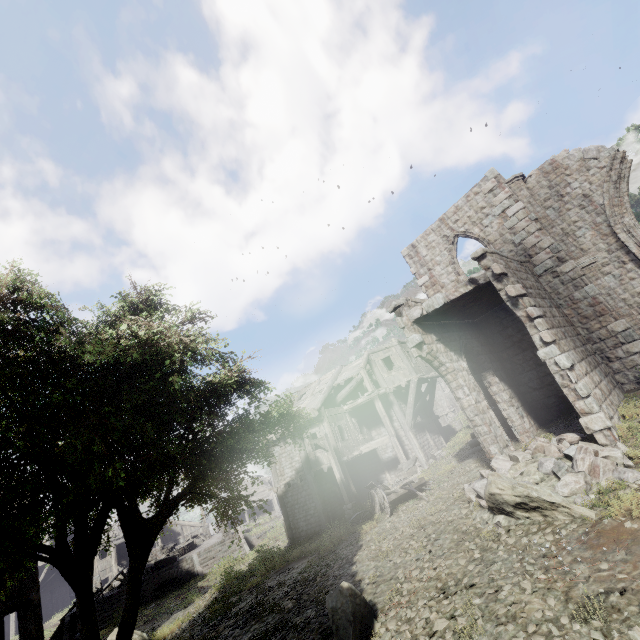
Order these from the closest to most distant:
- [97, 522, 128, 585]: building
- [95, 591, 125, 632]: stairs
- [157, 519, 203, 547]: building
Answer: [95, 591, 125, 632]: stairs
[97, 522, 128, 585]: building
[157, 519, 203, 547]: building

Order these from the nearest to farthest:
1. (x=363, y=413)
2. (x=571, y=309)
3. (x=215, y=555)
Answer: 1. (x=571, y=309)
2. (x=363, y=413)
3. (x=215, y=555)

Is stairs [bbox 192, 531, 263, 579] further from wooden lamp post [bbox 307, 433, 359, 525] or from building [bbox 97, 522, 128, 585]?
wooden lamp post [bbox 307, 433, 359, 525]

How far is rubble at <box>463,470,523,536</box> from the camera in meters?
7.4 m

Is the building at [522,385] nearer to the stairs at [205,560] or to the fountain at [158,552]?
the stairs at [205,560]

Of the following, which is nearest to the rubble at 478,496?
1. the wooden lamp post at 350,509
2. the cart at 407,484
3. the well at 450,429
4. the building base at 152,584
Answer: the cart at 407,484

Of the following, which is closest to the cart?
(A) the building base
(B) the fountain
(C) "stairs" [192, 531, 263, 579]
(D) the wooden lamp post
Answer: (D) the wooden lamp post

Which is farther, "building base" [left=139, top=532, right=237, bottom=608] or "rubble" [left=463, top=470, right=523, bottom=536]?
"building base" [left=139, top=532, right=237, bottom=608]
